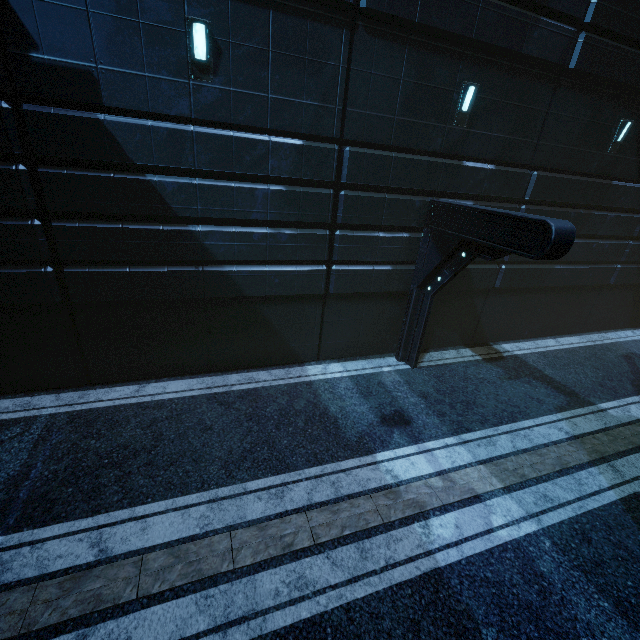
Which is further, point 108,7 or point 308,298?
point 308,298
